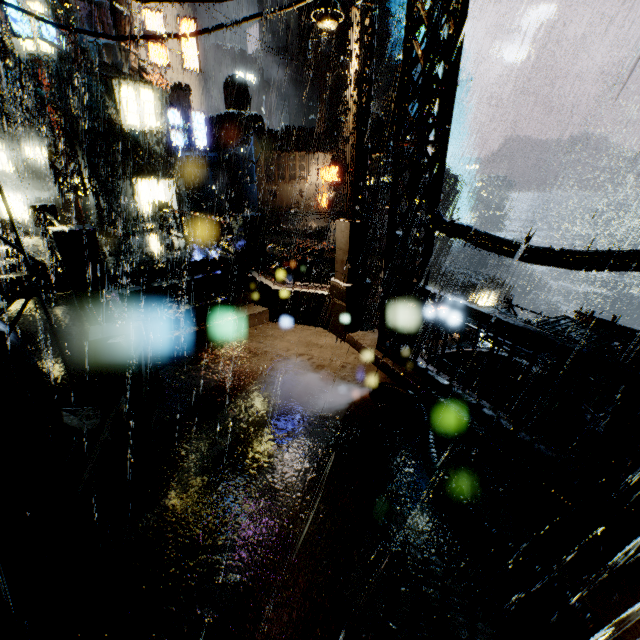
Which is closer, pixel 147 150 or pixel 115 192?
pixel 115 192

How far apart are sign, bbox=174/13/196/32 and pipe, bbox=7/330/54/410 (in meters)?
24.81

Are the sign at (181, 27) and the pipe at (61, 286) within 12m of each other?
no

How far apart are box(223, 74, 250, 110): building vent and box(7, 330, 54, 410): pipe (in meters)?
48.33

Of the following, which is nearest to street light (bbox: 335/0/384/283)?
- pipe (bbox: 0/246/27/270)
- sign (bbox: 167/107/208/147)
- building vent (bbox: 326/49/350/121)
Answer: pipe (bbox: 0/246/27/270)

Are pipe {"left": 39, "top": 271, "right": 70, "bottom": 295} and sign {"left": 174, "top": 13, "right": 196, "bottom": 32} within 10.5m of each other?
no

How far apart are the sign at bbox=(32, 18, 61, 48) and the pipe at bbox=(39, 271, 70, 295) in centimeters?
1231cm

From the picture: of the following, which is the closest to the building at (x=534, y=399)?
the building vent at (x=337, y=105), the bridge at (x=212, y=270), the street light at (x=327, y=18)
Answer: the bridge at (x=212, y=270)
